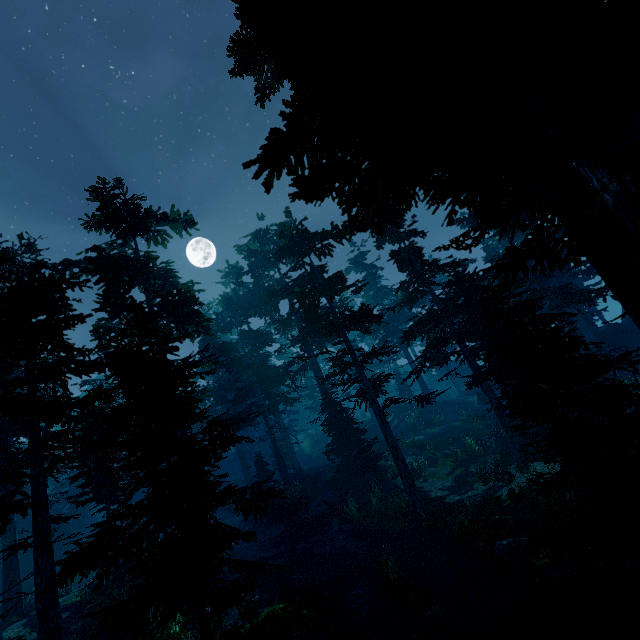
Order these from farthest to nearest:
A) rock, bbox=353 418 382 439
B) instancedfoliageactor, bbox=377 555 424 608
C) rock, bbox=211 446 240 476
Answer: rock, bbox=211 446 240 476 < rock, bbox=353 418 382 439 < instancedfoliageactor, bbox=377 555 424 608

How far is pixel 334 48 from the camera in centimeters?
418cm

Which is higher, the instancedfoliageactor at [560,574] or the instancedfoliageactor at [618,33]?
the instancedfoliageactor at [618,33]

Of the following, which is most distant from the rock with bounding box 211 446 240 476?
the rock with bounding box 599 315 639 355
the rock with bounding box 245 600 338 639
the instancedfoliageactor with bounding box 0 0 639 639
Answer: the rock with bounding box 599 315 639 355

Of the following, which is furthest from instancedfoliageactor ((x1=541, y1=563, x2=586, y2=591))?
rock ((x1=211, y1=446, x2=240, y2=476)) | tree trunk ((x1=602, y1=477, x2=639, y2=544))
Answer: tree trunk ((x1=602, y1=477, x2=639, y2=544))

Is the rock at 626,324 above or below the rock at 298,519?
above

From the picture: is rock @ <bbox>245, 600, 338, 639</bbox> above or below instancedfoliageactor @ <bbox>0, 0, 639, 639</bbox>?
below

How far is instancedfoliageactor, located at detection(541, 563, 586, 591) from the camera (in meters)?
6.49
